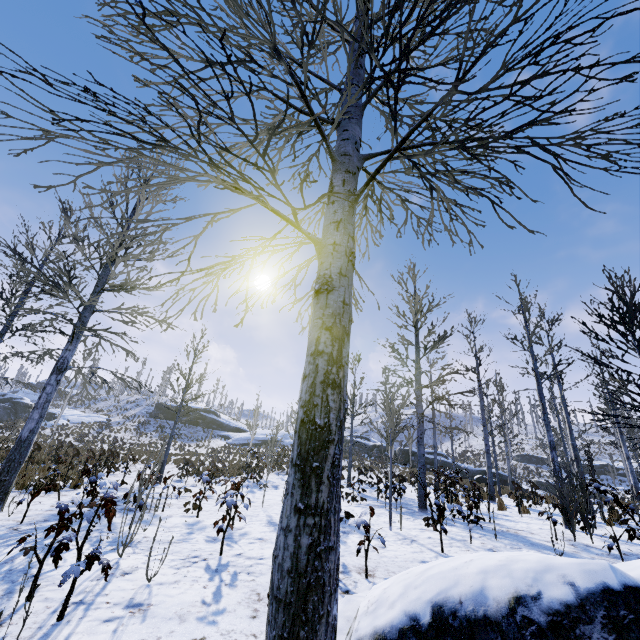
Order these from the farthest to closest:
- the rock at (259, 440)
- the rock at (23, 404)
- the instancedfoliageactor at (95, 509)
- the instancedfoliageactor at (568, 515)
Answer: the rock at (259, 440) < the rock at (23, 404) < the instancedfoliageactor at (568, 515) < the instancedfoliageactor at (95, 509)

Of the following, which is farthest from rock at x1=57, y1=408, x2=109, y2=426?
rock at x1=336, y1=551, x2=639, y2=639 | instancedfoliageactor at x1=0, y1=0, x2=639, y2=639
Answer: rock at x1=336, y1=551, x2=639, y2=639

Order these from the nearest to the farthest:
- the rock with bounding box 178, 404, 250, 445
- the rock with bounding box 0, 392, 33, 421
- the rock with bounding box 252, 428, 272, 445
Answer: the rock with bounding box 0, 392, 33, 421
the rock with bounding box 252, 428, 272, 445
the rock with bounding box 178, 404, 250, 445

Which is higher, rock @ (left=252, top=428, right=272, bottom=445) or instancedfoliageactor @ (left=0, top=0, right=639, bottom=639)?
rock @ (left=252, top=428, right=272, bottom=445)

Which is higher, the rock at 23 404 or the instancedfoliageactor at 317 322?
the rock at 23 404

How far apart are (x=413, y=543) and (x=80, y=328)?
8.88m

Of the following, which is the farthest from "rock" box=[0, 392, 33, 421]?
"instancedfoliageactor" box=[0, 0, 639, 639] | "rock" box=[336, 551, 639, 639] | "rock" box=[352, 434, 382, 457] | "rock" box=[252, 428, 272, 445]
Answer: "rock" box=[336, 551, 639, 639]

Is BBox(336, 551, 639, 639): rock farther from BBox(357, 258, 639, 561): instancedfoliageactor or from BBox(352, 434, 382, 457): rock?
Answer: BBox(352, 434, 382, 457): rock
